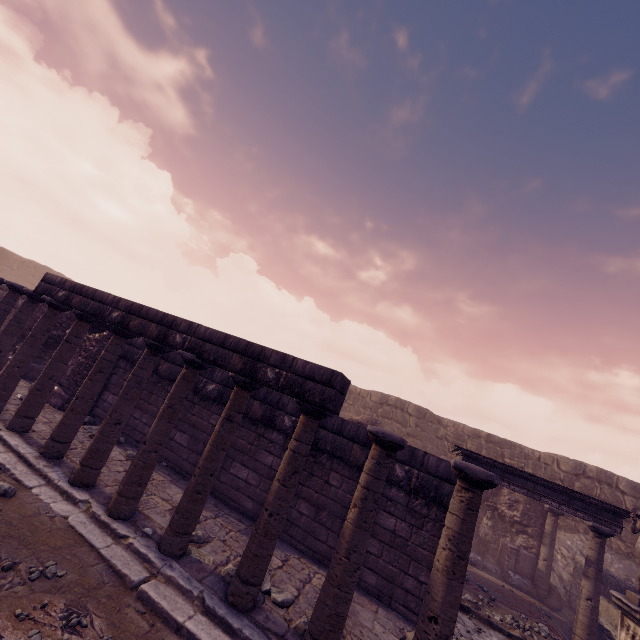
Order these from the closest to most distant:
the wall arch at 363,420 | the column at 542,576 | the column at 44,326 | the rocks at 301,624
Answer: the rocks at 301,624 → the column at 44,326 → the column at 542,576 → the wall arch at 363,420

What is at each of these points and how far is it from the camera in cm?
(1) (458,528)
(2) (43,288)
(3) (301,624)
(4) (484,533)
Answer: (1) column, 342
(2) entablature, 731
(3) rocks, 394
(4) sculpture, 1284

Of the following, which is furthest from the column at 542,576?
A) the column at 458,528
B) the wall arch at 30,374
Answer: the wall arch at 30,374

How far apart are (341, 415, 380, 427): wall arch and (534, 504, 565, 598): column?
6.2 meters

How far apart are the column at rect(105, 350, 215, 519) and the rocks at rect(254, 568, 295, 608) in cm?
167

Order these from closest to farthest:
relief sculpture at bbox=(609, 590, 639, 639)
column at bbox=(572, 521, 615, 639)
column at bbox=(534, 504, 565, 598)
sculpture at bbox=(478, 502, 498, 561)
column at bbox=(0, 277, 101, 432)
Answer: column at bbox=(0, 277, 101, 432)
relief sculpture at bbox=(609, 590, 639, 639)
column at bbox=(572, 521, 615, 639)
column at bbox=(534, 504, 565, 598)
sculpture at bbox=(478, 502, 498, 561)

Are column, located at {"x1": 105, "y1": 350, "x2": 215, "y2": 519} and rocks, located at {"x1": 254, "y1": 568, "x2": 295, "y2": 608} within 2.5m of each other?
yes

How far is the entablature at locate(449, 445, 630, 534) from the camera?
8.50m
